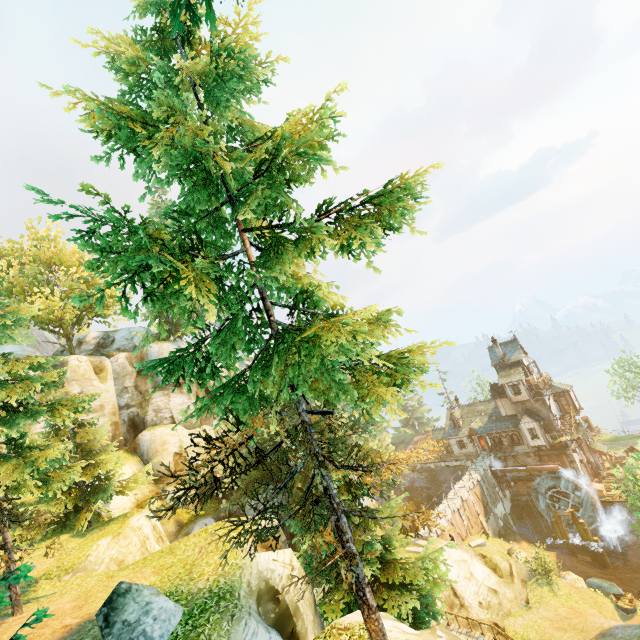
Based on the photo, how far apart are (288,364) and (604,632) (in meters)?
29.45

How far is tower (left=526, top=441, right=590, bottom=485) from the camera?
38.41m

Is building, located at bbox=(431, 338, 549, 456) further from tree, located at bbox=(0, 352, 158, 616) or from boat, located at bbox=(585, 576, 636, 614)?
boat, located at bbox=(585, 576, 636, 614)

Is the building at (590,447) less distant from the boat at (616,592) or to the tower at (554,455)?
the tower at (554,455)

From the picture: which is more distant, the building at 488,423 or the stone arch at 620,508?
the building at 488,423

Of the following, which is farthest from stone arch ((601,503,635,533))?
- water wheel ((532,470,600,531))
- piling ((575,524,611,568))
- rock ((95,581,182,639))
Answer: rock ((95,581,182,639))

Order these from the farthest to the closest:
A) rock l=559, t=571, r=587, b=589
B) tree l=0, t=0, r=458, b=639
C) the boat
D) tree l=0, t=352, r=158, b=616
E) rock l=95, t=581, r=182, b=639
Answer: rock l=559, t=571, r=587, b=589 → the boat → tree l=0, t=352, r=158, b=616 → rock l=95, t=581, r=182, b=639 → tree l=0, t=0, r=458, b=639

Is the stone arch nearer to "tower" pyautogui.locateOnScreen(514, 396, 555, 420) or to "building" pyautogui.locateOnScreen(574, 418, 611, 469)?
"tower" pyautogui.locateOnScreen(514, 396, 555, 420)
